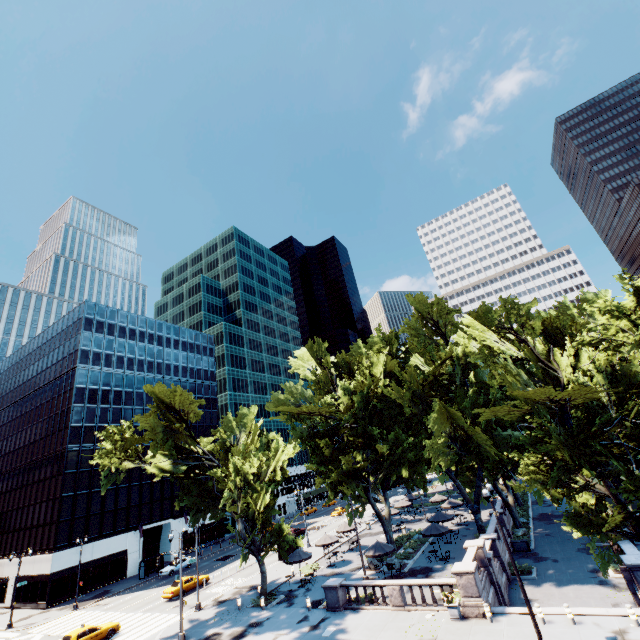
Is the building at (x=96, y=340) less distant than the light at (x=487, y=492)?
No

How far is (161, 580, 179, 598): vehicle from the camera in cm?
3428

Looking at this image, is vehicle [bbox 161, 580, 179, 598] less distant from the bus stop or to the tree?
the tree

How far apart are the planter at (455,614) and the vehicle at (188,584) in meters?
29.8

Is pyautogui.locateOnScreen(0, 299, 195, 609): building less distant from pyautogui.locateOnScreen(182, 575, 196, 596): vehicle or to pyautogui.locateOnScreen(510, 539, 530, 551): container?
pyautogui.locateOnScreen(182, 575, 196, 596): vehicle

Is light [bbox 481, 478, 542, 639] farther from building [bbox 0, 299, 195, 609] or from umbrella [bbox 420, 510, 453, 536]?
building [bbox 0, 299, 195, 609]

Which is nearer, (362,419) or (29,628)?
(29,628)

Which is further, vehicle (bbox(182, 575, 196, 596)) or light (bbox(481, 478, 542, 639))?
vehicle (bbox(182, 575, 196, 596))
